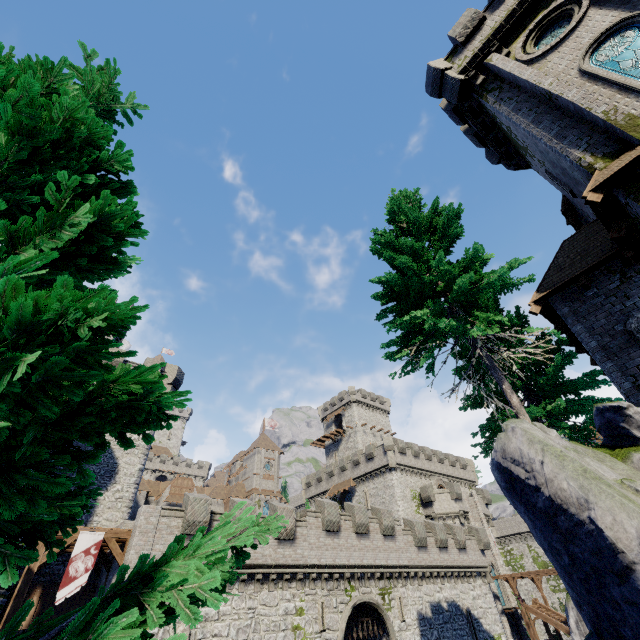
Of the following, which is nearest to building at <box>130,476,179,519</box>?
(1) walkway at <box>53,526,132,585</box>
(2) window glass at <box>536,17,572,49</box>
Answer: (1) walkway at <box>53,526,132,585</box>

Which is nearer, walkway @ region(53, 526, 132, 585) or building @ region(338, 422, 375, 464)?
walkway @ region(53, 526, 132, 585)

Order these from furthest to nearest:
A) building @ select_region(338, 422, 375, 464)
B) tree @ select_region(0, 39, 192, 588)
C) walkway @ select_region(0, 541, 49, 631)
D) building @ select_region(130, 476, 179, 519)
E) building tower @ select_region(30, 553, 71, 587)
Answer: building @ select_region(338, 422, 375, 464) < building @ select_region(130, 476, 179, 519) < building tower @ select_region(30, 553, 71, 587) < walkway @ select_region(0, 541, 49, 631) < tree @ select_region(0, 39, 192, 588)

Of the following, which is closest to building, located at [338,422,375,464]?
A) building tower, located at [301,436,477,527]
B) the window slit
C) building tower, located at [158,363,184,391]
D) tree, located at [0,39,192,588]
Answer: building tower, located at [301,436,477,527]

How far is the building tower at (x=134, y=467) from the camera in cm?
2119

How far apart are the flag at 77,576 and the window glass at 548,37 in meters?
29.7

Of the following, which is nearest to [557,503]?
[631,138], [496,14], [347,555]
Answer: [631,138]

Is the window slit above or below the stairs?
above
